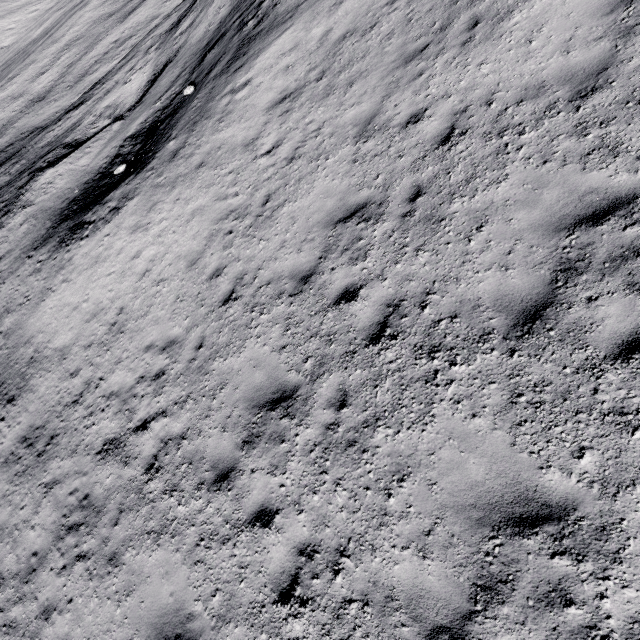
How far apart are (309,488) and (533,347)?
3.94m
